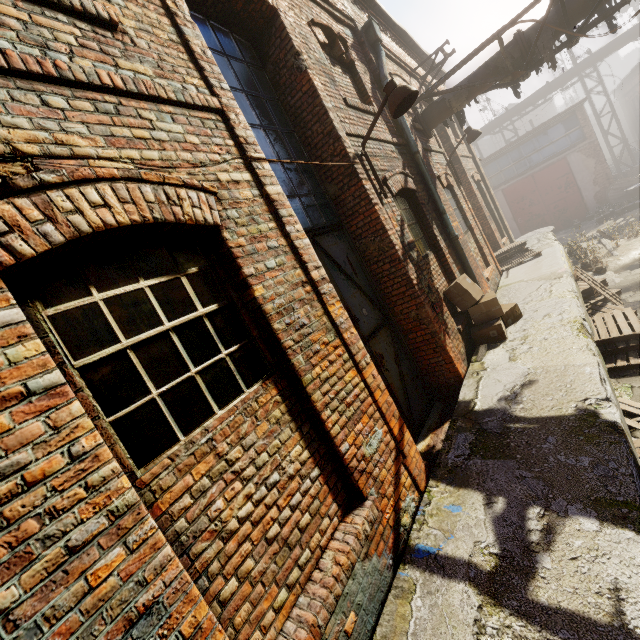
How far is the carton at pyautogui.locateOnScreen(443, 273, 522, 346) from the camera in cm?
550

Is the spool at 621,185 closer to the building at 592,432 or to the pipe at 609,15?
the pipe at 609,15

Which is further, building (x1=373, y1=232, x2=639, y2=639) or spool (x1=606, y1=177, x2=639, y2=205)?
spool (x1=606, y1=177, x2=639, y2=205)

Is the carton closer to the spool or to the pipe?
the pipe

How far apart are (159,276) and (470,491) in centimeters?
314cm

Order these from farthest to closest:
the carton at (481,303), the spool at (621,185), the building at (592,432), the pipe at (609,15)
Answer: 1. the spool at (621,185)
2. the pipe at (609,15)
3. the carton at (481,303)
4. the building at (592,432)

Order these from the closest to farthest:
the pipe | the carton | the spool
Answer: the carton
the pipe
the spool
